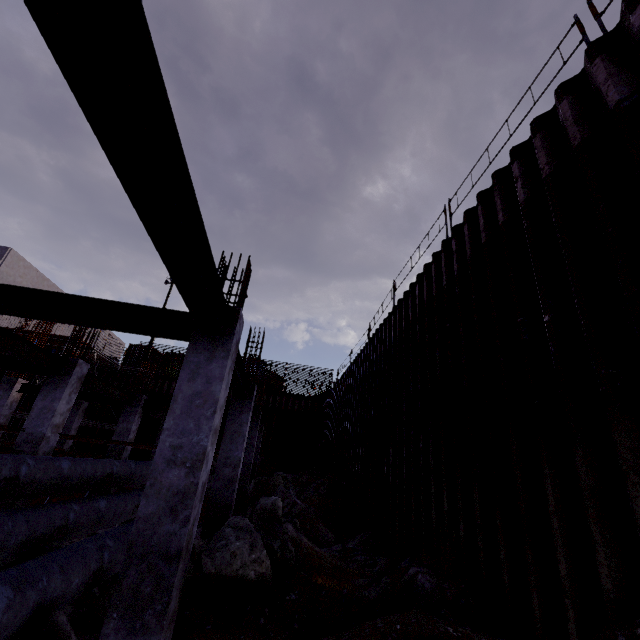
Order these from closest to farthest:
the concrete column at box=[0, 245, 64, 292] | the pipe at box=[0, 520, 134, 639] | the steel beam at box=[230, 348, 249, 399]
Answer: the pipe at box=[0, 520, 134, 639], the steel beam at box=[230, 348, 249, 399], the concrete column at box=[0, 245, 64, 292]

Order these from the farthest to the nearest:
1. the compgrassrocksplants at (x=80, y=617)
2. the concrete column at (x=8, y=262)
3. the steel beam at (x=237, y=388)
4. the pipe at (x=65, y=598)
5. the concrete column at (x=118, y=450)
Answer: the concrete column at (x=8, y=262)
the concrete column at (x=118, y=450)
the steel beam at (x=237, y=388)
the compgrassrocksplants at (x=80, y=617)
the pipe at (x=65, y=598)

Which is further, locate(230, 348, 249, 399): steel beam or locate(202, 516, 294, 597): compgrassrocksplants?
locate(230, 348, 249, 399): steel beam

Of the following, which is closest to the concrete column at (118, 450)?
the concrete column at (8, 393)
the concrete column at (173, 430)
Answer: the concrete column at (8, 393)

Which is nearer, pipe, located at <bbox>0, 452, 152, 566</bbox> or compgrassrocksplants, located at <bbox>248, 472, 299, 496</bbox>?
pipe, located at <bbox>0, 452, 152, 566</bbox>

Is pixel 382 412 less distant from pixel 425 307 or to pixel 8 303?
pixel 425 307

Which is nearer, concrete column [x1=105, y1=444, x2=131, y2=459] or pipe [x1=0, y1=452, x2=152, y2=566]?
pipe [x1=0, y1=452, x2=152, y2=566]

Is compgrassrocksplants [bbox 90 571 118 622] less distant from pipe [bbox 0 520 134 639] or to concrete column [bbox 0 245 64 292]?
pipe [bbox 0 520 134 639]
